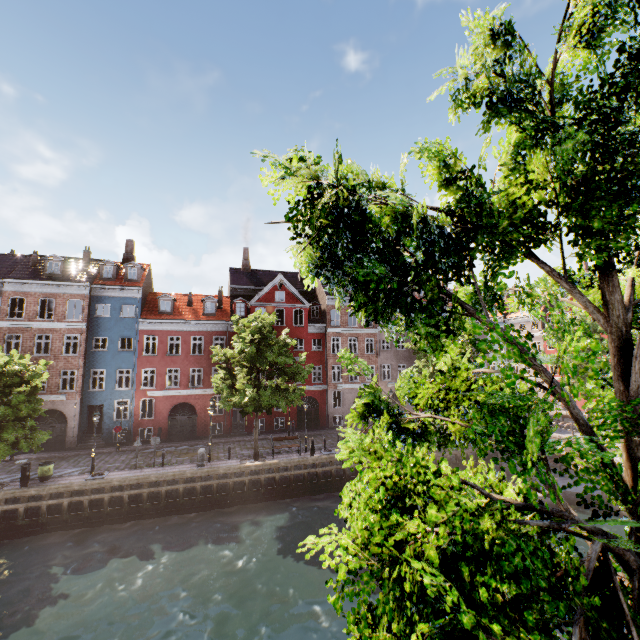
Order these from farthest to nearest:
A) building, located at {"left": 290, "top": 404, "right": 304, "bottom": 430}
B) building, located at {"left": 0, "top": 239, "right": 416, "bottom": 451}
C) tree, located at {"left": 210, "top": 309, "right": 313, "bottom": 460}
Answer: building, located at {"left": 290, "top": 404, "right": 304, "bottom": 430} → building, located at {"left": 0, "top": 239, "right": 416, "bottom": 451} → tree, located at {"left": 210, "top": 309, "right": 313, "bottom": 460}

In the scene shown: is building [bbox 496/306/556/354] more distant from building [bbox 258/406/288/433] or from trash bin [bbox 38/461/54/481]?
trash bin [bbox 38/461/54/481]

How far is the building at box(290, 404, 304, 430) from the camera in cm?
3256

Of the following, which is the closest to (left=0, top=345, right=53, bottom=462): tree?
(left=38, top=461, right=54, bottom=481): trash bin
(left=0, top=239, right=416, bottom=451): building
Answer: (left=38, top=461, right=54, bottom=481): trash bin

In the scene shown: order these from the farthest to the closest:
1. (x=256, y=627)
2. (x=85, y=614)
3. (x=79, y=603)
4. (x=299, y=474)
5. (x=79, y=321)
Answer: (x=79, y=321)
(x=299, y=474)
(x=79, y=603)
(x=85, y=614)
(x=256, y=627)

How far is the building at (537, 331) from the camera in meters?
45.8 m

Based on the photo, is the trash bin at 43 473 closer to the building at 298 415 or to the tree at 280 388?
the tree at 280 388

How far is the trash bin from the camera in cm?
1903
